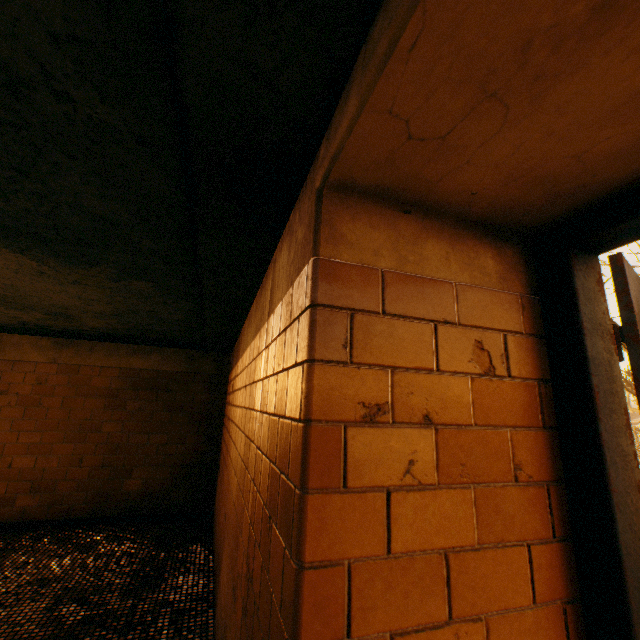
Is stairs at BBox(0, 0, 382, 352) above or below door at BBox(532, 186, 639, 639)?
above

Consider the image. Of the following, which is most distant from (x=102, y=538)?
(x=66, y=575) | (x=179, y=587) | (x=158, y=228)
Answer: (x=158, y=228)

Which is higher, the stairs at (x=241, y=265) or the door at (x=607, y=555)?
the stairs at (x=241, y=265)
